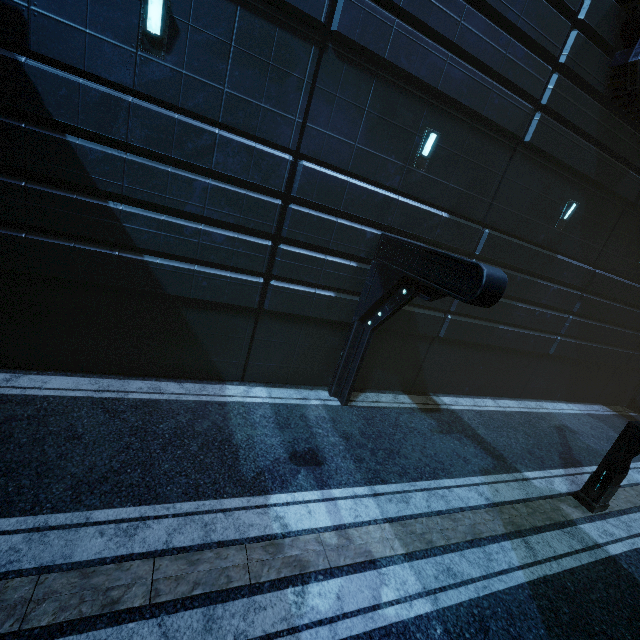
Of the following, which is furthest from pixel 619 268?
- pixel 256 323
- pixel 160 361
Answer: pixel 160 361

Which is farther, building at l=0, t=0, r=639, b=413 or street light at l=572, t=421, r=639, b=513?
street light at l=572, t=421, r=639, b=513

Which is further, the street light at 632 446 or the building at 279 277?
the street light at 632 446
